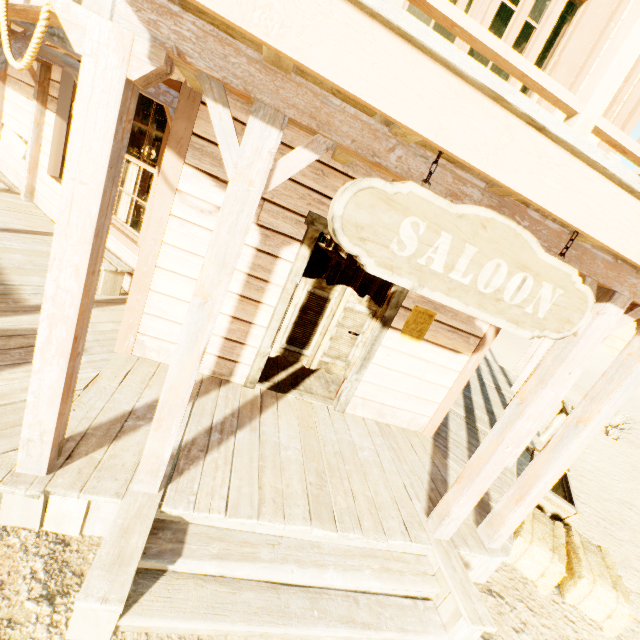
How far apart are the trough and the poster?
2.9 meters

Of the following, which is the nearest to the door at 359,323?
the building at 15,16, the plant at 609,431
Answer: the building at 15,16

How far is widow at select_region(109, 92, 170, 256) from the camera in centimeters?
442cm

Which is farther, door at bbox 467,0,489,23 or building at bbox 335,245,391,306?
building at bbox 335,245,391,306

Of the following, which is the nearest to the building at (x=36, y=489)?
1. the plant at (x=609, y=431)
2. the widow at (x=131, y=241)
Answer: the widow at (x=131, y=241)

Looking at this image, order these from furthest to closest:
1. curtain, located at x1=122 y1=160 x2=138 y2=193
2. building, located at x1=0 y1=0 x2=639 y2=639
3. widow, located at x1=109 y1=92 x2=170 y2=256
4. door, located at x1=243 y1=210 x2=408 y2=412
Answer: curtain, located at x1=122 y1=160 x2=138 y2=193, widow, located at x1=109 y1=92 x2=170 y2=256, door, located at x1=243 y1=210 x2=408 y2=412, building, located at x1=0 y1=0 x2=639 y2=639

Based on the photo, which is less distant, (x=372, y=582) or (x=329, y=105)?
(x=329, y=105)

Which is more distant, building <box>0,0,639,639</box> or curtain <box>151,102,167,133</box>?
curtain <box>151,102,167,133</box>
